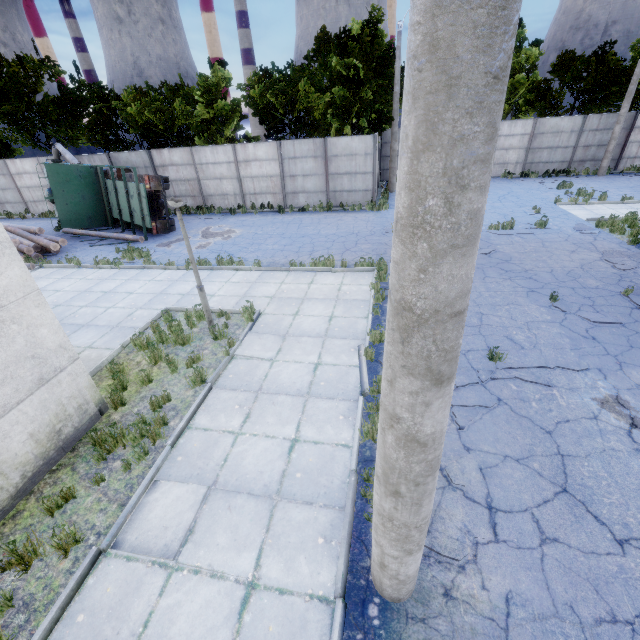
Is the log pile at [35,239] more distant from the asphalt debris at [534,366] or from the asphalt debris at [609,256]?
the asphalt debris at [609,256]

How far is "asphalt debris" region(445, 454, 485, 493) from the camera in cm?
448

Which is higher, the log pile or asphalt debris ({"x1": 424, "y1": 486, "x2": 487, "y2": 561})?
the log pile

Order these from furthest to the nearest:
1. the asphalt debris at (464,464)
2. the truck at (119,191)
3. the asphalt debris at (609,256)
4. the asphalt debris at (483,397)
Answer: the truck at (119,191)
the asphalt debris at (609,256)
the asphalt debris at (483,397)
the asphalt debris at (464,464)

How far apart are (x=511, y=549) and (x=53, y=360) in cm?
704

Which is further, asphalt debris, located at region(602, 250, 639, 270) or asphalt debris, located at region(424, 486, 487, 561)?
asphalt debris, located at region(602, 250, 639, 270)

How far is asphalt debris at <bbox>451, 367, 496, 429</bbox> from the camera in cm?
550

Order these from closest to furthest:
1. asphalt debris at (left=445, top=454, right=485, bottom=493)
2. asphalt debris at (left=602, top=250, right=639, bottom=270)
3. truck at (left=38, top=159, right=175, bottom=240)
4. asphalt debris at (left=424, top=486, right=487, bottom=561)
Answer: asphalt debris at (left=424, top=486, right=487, bottom=561)
asphalt debris at (left=445, top=454, right=485, bottom=493)
asphalt debris at (left=602, top=250, right=639, bottom=270)
truck at (left=38, top=159, right=175, bottom=240)
